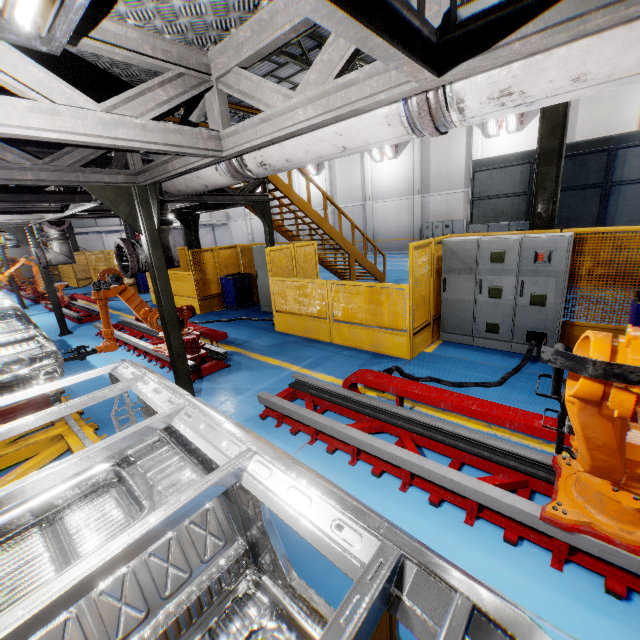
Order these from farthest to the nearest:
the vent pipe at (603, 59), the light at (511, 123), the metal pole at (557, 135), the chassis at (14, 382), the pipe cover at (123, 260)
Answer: the light at (511, 123) → the metal pole at (557, 135) → the pipe cover at (123, 260) → the vent pipe at (603, 59) → the chassis at (14, 382)

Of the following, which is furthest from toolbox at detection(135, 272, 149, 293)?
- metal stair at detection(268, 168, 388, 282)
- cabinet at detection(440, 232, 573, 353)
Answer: cabinet at detection(440, 232, 573, 353)

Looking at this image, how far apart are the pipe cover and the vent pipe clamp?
4.24m

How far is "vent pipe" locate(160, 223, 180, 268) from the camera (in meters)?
4.96

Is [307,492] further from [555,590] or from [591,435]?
[555,590]

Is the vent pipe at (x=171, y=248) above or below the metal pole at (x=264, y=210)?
below

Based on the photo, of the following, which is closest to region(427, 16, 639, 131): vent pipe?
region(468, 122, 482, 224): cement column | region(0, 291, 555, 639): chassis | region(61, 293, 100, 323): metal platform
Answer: region(0, 291, 555, 639): chassis

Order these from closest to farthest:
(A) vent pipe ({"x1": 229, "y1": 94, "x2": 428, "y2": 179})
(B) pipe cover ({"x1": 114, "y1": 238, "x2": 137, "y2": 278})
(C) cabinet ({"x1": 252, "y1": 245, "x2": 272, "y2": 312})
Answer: (A) vent pipe ({"x1": 229, "y1": 94, "x2": 428, "y2": 179})
(B) pipe cover ({"x1": 114, "y1": 238, "x2": 137, "y2": 278})
(C) cabinet ({"x1": 252, "y1": 245, "x2": 272, "y2": 312})
